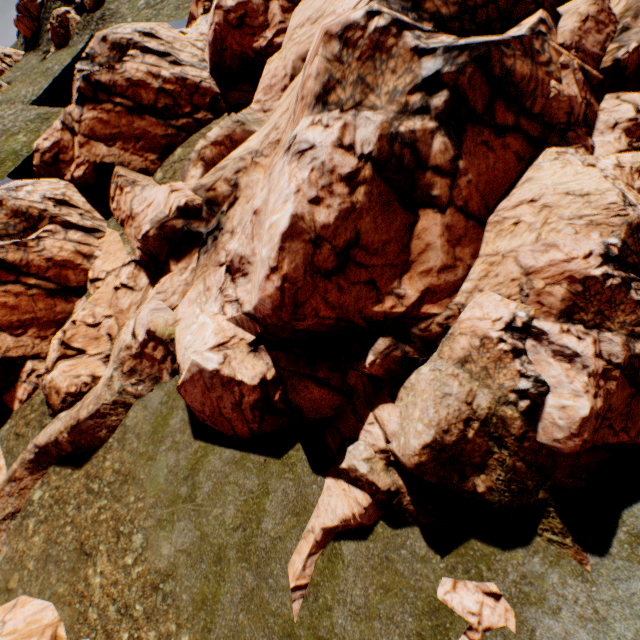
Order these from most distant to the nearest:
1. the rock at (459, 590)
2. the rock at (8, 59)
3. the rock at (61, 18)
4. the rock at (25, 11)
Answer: the rock at (25, 11) → the rock at (8, 59) → the rock at (61, 18) → the rock at (459, 590)

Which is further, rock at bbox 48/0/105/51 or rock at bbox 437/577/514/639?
rock at bbox 48/0/105/51

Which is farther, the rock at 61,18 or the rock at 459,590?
the rock at 61,18

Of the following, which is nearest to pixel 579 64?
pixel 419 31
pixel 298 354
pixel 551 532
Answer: pixel 419 31

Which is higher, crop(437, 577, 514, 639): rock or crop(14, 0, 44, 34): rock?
crop(14, 0, 44, 34): rock

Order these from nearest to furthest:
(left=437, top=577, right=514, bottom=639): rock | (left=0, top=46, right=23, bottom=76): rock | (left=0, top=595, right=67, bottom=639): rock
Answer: (left=437, top=577, right=514, bottom=639): rock → (left=0, top=595, right=67, bottom=639): rock → (left=0, top=46, right=23, bottom=76): rock
